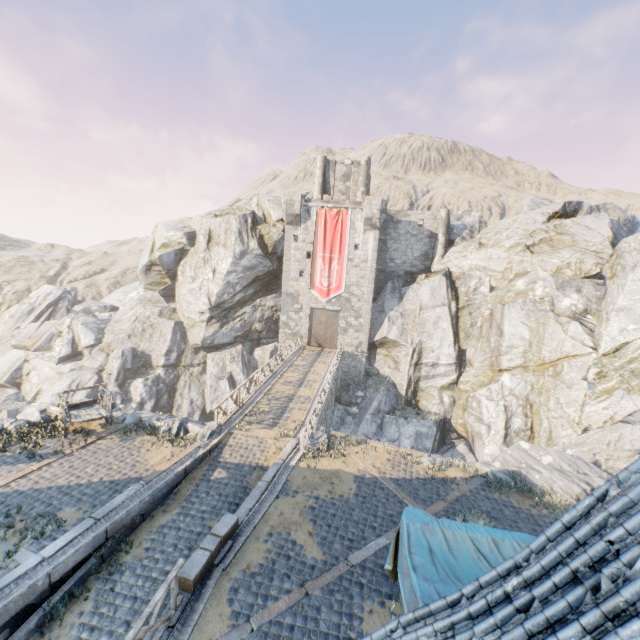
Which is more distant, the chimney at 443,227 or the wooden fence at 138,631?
the chimney at 443,227

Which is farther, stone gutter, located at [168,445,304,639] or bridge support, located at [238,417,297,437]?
bridge support, located at [238,417,297,437]

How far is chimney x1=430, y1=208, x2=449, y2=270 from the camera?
31.3 meters

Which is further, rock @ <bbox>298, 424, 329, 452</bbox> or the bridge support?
the bridge support

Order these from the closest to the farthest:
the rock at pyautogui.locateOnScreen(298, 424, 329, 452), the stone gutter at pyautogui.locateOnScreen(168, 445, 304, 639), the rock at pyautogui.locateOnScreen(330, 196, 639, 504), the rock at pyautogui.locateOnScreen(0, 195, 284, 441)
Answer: the stone gutter at pyautogui.locateOnScreen(168, 445, 304, 639), the rock at pyautogui.locateOnScreen(298, 424, 329, 452), the rock at pyautogui.locateOnScreen(330, 196, 639, 504), the rock at pyautogui.locateOnScreen(0, 195, 284, 441)

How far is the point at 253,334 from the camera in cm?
3438

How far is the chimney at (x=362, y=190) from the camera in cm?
3381

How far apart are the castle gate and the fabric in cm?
2532
